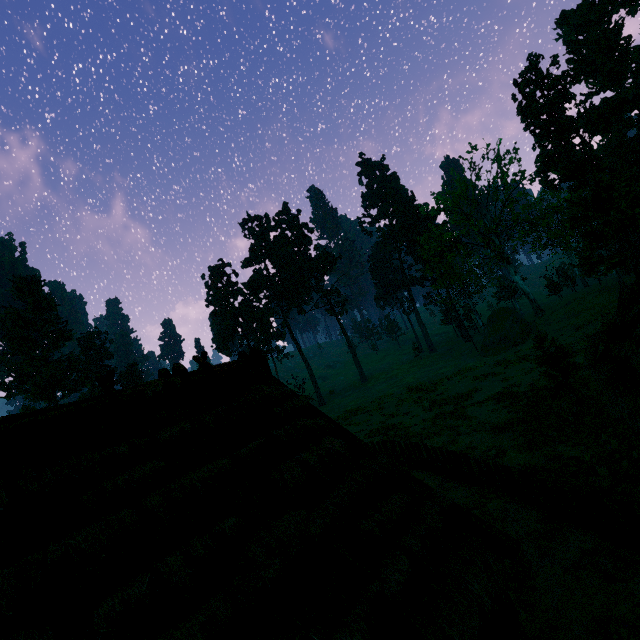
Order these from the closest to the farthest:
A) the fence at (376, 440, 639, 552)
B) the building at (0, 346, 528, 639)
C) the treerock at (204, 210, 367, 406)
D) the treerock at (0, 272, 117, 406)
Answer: the building at (0, 346, 528, 639), the fence at (376, 440, 639, 552), the treerock at (0, 272, 117, 406), the treerock at (204, 210, 367, 406)

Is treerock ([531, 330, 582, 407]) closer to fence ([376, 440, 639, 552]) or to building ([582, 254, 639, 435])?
building ([582, 254, 639, 435])

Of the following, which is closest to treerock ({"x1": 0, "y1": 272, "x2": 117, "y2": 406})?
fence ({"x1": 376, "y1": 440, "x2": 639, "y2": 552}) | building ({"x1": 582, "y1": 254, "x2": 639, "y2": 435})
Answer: building ({"x1": 582, "y1": 254, "x2": 639, "y2": 435})

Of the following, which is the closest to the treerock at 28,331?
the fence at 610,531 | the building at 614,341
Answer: the building at 614,341

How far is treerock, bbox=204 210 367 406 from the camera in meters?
52.8

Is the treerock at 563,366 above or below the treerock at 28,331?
below

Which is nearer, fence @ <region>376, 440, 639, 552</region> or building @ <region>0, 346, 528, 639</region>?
building @ <region>0, 346, 528, 639</region>

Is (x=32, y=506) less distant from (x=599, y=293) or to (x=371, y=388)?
(x=599, y=293)
